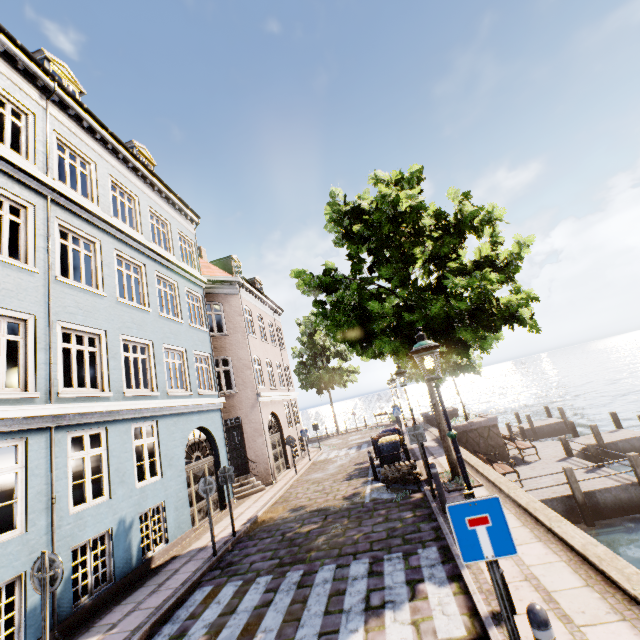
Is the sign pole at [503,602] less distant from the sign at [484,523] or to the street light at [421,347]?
the sign at [484,523]

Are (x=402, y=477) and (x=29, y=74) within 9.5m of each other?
no

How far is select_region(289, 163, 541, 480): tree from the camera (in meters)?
8.18

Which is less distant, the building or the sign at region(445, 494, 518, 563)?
the sign at region(445, 494, 518, 563)

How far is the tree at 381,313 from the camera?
8.2m

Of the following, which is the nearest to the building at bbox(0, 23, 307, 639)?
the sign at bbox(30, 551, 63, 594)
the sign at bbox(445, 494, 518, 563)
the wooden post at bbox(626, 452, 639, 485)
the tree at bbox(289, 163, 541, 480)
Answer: the sign at bbox(30, 551, 63, 594)

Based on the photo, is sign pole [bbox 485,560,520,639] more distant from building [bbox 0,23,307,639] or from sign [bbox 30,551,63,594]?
building [bbox 0,23,307,639]

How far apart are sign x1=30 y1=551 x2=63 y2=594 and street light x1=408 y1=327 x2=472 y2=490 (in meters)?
5.87
